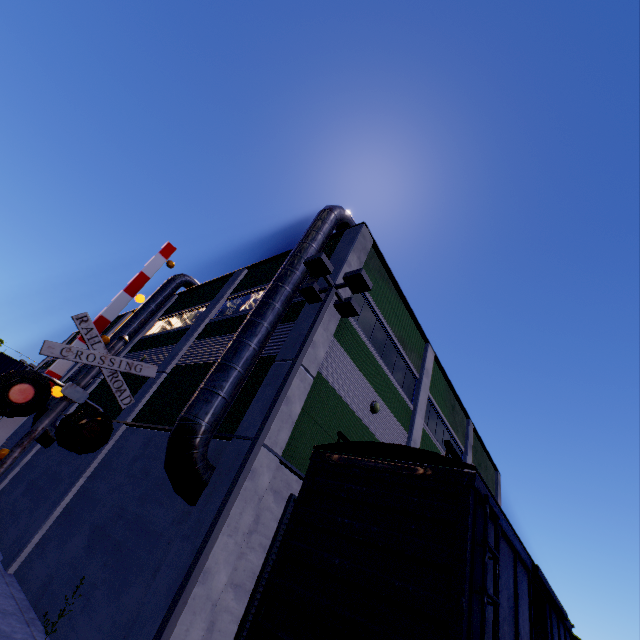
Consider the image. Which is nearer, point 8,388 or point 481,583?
point 481,583

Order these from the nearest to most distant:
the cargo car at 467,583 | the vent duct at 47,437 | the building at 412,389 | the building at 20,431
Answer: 1. the cargo car at 467,583
2. the building at 412,389
3. the vent duct at 47,437
4. the building at 20,431

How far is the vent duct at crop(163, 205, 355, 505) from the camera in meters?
7.4

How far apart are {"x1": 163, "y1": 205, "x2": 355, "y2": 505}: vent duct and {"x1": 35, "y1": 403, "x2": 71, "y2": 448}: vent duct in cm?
1226

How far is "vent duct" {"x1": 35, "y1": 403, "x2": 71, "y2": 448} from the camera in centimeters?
1568cm

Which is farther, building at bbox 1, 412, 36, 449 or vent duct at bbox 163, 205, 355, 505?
building at bbox 1, 412, 36, 449

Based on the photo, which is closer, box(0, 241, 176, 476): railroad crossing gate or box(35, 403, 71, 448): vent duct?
box(0, 241, 176, 476): railroad crossing gate

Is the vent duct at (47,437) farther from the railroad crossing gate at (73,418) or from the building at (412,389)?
the railroad crossing gate at (73,418)
